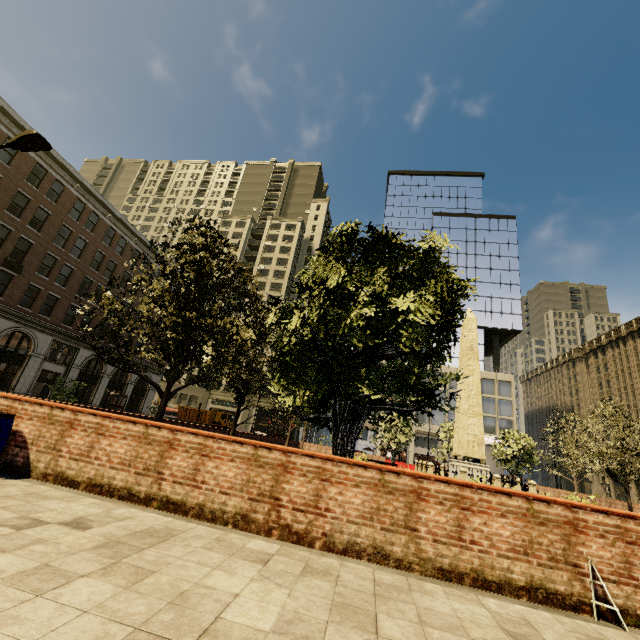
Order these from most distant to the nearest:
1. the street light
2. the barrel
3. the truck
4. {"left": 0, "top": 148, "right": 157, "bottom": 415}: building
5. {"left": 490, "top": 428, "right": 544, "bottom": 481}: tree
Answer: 1. the truck
2. {"left": 490, "top": 428, "right": 544, "bottom": 481}: tree
3. {"left": 0, "top": 148, "right": 157, "bottom": 415}: building
4. the street light
5. the barrel

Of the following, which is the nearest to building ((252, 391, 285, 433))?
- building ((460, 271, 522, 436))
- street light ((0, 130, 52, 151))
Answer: building ((460, 271, 522, 436))

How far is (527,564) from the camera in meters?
4.1

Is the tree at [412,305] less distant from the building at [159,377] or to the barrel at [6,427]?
the building at [159,377]

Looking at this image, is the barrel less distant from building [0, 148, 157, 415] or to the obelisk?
the obelisk

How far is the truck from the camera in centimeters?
4653cm

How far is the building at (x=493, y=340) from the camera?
50.2 meters

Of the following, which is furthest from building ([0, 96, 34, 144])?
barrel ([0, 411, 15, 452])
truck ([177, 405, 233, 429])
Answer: → barrel ([0, 411, 15, 452])
